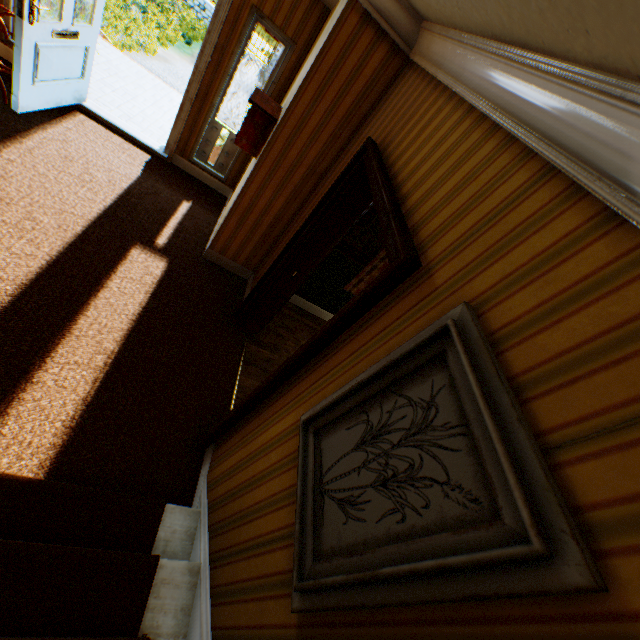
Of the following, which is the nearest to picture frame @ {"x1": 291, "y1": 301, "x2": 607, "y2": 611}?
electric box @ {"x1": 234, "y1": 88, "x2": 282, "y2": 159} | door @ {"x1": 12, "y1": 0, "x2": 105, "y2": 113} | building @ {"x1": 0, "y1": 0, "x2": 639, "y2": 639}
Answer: building @ {"x1": 0, "y1": 0, "x2": 639, "y2": 639}

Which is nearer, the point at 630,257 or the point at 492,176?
the point at 630,257

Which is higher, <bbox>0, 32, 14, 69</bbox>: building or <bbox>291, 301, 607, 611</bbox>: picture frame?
<bbox>291, 301, 607, 611</bbox>: picture frame

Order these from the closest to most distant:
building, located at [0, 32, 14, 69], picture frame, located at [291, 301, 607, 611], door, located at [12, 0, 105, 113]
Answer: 1. picture frame, located at [291, 301, 607, 611]
2. door, located at [12, 0, 105, 113]
3. building, located at [0, 32, 14, 69]

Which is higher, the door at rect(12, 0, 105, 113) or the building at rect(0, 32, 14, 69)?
the door at rect(12, 0, 105, 113)

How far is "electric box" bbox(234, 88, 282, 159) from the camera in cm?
321

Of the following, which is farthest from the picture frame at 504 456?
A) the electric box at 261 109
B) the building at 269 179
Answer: the electric box at 261 109

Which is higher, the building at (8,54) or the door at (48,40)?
the door at (48,40)
